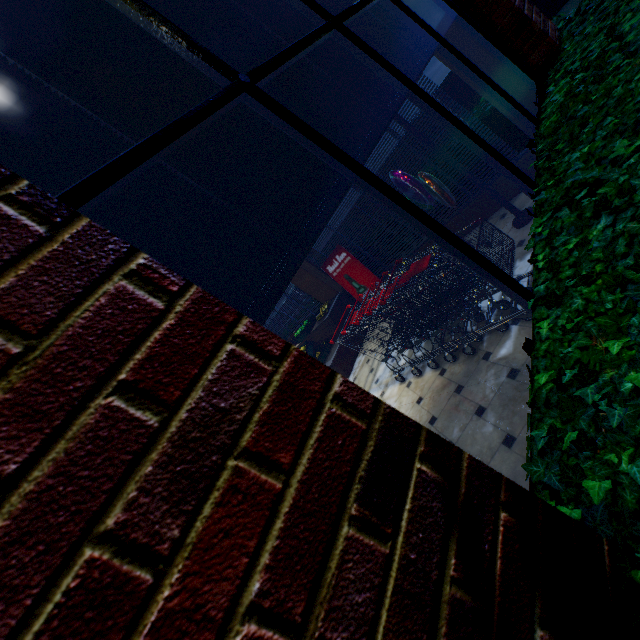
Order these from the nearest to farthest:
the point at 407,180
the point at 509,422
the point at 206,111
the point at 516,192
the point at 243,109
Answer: the point at 206,111
the point at 243,109
the point at 509,422
the point at 407,180
the point at 516,192

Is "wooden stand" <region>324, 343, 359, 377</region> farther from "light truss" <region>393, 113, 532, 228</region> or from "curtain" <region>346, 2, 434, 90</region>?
"curtain" <region>346, 2, 434, 90</region>

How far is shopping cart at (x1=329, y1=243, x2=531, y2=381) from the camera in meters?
3.0 m

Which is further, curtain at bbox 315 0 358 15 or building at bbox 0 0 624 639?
curtain at bbox 315 0 358 15

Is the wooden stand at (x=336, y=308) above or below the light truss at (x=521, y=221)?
above

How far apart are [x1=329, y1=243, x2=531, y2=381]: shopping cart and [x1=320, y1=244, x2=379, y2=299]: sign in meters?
1.5

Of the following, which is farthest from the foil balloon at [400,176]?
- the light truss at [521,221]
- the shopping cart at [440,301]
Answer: the shopping cart at [440,301]

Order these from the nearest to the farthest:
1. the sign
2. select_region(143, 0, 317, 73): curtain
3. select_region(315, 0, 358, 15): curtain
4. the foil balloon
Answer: select_region(143, 0, 317, 73): curtain, select_region(315, 0, 358, 15): curtain, the foil balloon, the sign
